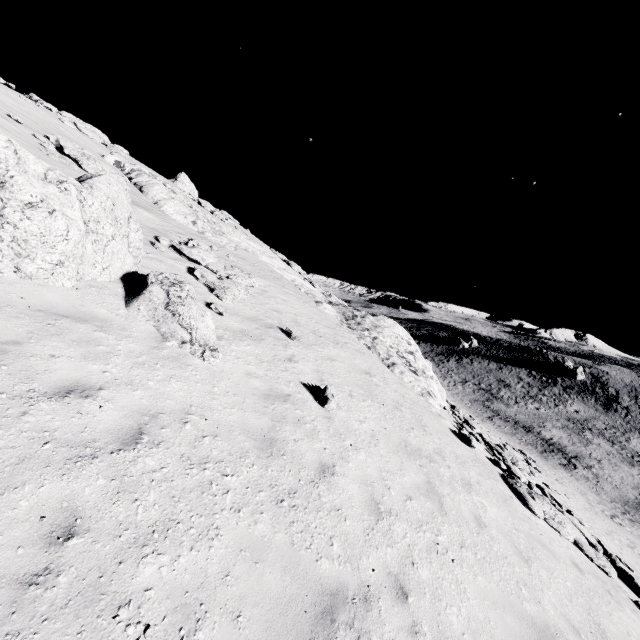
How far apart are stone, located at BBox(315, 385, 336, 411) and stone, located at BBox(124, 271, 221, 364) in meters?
2.7

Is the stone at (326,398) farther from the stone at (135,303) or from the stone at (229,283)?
the stone at (229,283)

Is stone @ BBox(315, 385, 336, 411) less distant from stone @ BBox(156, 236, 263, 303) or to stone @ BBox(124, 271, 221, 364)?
stone @ BBox(124, 271, 221, 364)

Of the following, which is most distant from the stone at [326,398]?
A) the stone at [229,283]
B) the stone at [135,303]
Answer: the stone at [229,283]

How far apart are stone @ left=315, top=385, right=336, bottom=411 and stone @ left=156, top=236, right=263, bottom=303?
6.6m

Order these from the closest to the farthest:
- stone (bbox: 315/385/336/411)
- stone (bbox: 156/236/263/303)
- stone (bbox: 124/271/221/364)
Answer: stone (bbox: 124/271/221/364), stone (bbox: 315/385/336/411), stone (bbox: 156/236/263/303)

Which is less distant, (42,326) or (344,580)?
(344,580)
